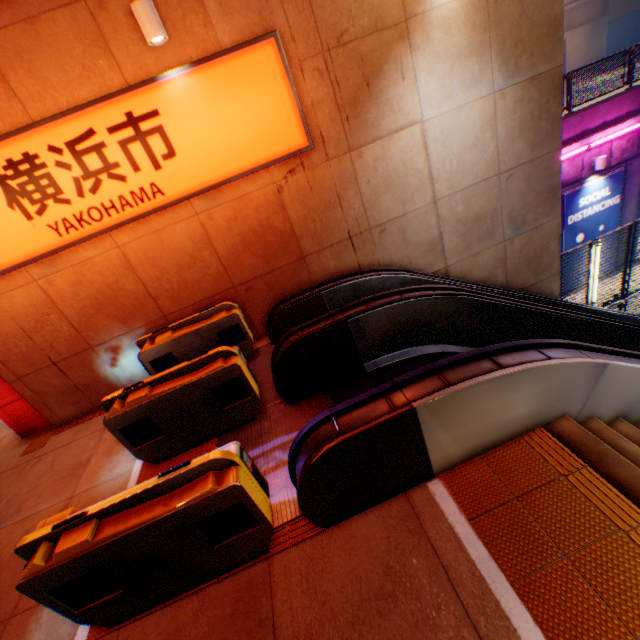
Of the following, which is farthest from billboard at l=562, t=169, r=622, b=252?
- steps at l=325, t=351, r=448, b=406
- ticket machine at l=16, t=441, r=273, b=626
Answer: ticket machine at l=16, t=441, r=273, b=626

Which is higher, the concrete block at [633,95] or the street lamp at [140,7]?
the street lamp at [140,7]

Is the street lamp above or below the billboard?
above

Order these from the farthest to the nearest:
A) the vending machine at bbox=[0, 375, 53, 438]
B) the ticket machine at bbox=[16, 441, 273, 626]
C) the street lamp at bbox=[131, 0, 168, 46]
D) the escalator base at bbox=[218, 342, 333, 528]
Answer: the vending machine at bbox=[0, 375, 53, 438]
the street lamp at bbox=[131, 0, 168, 46]
the escalator base at bbox=[218, 342, 333, 528]
the ticket machine at bbox=[16, 441, 273, 626]

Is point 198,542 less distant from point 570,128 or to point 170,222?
point 170,222

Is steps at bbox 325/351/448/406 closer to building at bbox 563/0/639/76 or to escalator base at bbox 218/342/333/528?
escalator base at bbox 218/342/333/528

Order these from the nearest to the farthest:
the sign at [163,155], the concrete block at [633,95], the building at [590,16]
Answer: the sign at [163,155], the concrete block at [633,95], the building at [590,16]

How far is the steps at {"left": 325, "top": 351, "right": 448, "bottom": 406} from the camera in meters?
4.6 m
